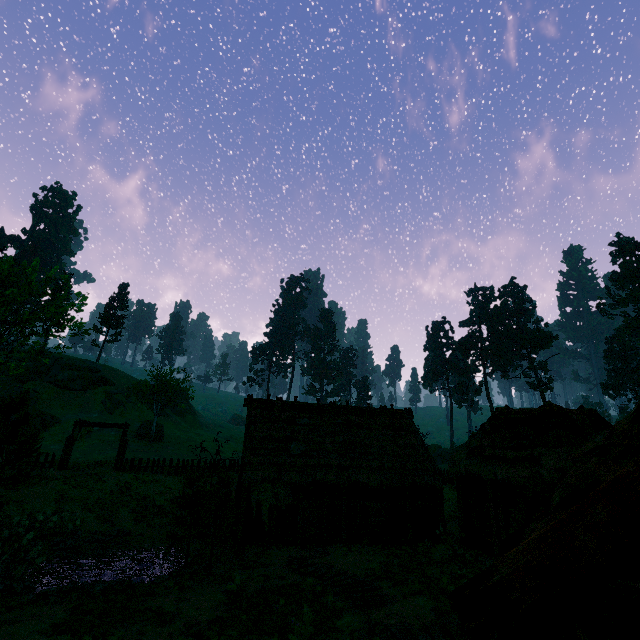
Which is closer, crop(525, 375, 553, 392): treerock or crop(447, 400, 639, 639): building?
crop(447, 400, 639, 639): building

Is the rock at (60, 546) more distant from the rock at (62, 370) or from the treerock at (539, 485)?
the rock at (62, 370)

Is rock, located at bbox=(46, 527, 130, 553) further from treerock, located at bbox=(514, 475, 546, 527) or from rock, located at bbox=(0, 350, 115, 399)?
Result: rock, located at bbox=(0, 350, 115, 399)

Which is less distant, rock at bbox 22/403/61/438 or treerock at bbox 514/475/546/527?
treerock at bbox 514/475/546/527

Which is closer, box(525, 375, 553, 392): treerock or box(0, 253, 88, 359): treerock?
box(0, 253, 88, 359): treerock

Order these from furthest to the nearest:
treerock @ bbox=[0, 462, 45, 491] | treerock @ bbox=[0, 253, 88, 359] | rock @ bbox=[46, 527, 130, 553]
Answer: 1. treerock @ bbox=[0, 253, 88, 359]
2. rock @ bbox=[46, 527, 130, 553]
3. treerock @ bbox=[0, 462, 45, 491]

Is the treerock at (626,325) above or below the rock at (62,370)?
above

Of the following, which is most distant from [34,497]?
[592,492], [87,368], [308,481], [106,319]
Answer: [106,319]
